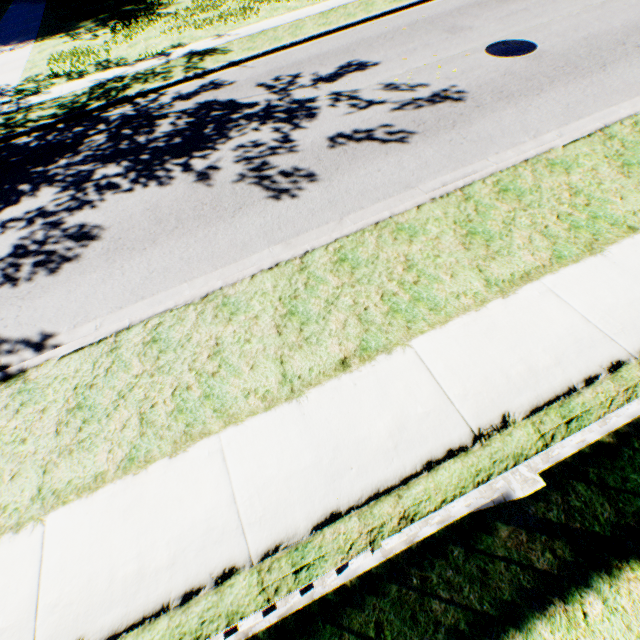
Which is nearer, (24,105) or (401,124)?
(401,124)
